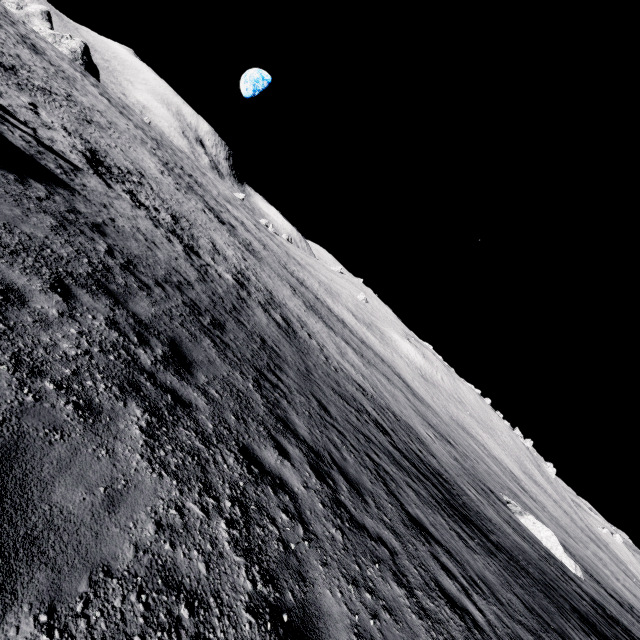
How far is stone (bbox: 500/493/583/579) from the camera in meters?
23.5 m

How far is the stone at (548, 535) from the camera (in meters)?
23.50

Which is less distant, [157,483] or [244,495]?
[157,483]
